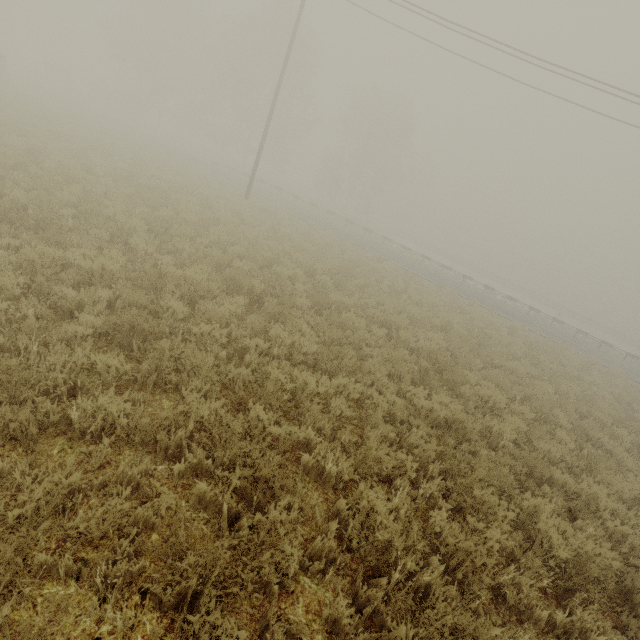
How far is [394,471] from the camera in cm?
484

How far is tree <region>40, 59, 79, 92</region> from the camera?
42.0m

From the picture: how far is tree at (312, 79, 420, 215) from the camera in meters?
41.8

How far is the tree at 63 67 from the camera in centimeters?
4198cm

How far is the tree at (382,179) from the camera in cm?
4178

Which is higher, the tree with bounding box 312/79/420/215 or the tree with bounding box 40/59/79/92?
the tree with bounding box 312/79/420/215
